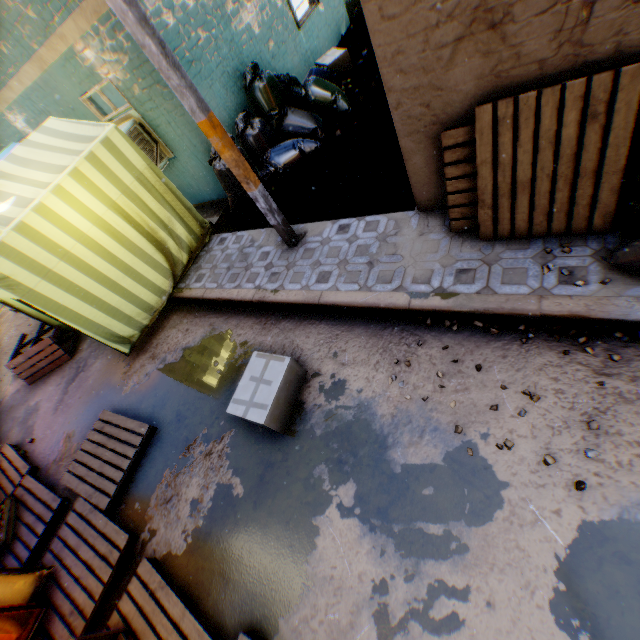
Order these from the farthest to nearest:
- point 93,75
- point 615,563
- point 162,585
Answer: point 93,75
point 162,585
point 615,563

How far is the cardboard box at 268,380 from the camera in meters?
3.2

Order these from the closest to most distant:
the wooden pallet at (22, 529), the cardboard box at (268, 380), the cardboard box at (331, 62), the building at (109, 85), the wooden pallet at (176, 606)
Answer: the wooden pallet at (176, 606), the cardboard box at (268, 380), the wooden pallet at (22, 529), the building at (109, 85), the cardboard box at (331, 62)

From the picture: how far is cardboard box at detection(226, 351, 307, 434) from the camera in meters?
3.2 m

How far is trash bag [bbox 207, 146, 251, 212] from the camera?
5.5 meters

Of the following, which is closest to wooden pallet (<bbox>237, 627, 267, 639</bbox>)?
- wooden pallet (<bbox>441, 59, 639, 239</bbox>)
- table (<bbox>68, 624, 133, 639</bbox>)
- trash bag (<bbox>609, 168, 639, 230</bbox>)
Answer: table (<bbox>68, 624, 133, 639</bbox>)

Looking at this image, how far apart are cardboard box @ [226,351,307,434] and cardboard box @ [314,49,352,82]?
7.0m
